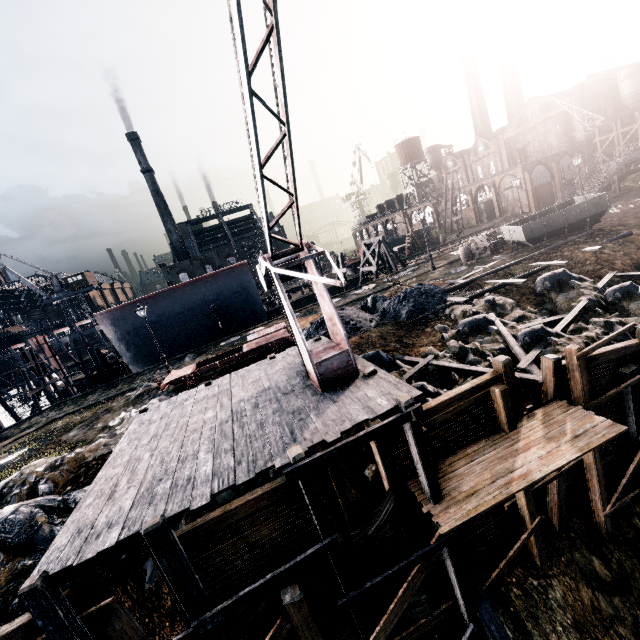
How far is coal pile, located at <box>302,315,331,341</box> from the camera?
18.8m

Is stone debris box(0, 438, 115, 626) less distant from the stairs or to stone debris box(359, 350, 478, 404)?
stone debris box(359, 350, 478, 404)

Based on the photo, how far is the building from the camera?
53.84m

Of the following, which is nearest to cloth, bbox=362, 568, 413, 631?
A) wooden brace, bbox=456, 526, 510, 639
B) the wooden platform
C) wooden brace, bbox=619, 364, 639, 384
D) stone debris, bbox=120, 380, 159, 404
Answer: the wooden platform

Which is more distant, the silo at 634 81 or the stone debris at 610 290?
the silo at 634 81

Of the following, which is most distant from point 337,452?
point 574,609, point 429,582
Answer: point 574,609

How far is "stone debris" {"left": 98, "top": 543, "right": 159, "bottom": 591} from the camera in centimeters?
852cm

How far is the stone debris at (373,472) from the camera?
9.8m
